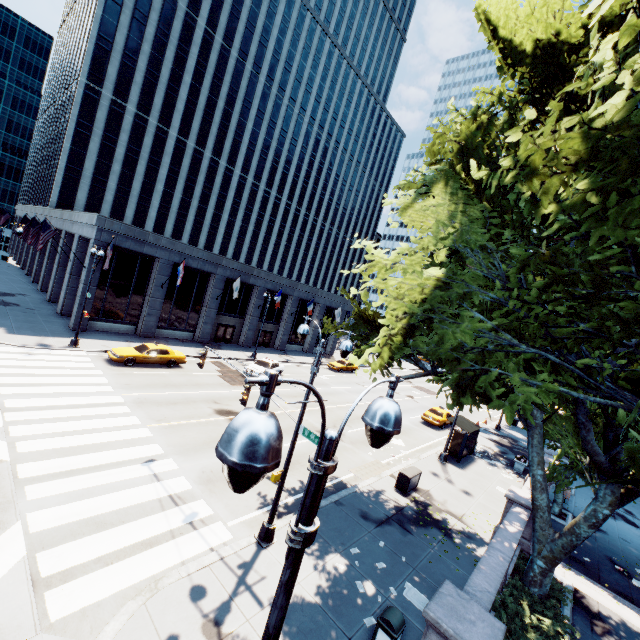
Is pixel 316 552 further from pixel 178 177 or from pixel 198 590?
pixel 178 177

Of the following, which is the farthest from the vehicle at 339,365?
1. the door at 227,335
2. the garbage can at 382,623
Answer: the garbage can at 382,623

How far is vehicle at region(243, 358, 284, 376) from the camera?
28.0m

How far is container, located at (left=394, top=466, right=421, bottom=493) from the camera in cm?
1598

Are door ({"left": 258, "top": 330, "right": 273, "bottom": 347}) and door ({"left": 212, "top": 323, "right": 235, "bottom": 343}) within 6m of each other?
yes

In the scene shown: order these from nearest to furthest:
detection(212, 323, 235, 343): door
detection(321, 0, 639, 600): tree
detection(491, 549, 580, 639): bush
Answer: detection(321, 0, 639, 600): tree → detection(491, 549, 580, 639): bush → detection(212, 323, 235, 343): door

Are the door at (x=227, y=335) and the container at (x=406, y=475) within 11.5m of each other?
no

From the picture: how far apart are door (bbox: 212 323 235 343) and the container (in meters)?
27.03
